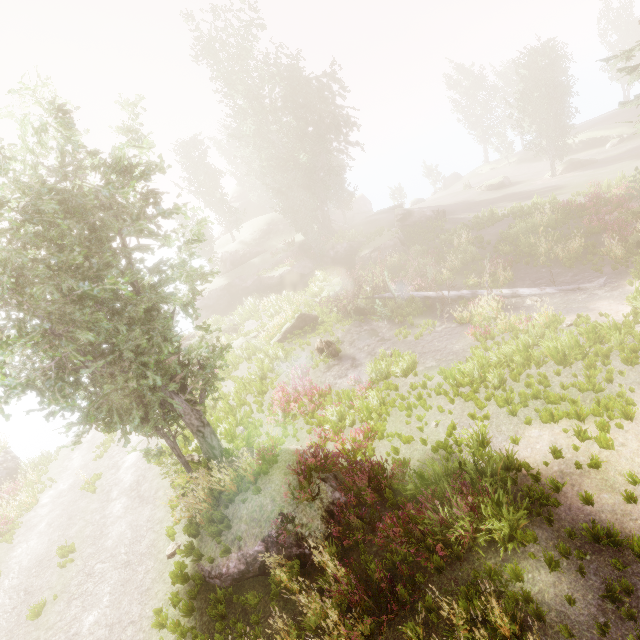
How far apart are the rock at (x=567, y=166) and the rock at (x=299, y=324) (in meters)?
33.78

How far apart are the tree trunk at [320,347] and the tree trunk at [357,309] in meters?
3.7

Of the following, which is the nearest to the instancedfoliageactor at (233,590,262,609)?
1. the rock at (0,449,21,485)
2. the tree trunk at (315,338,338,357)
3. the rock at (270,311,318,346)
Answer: the rock at (0,449,21,485)

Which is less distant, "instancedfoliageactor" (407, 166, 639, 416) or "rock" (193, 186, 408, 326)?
"instancedfoliageactor" (407, 166, 639, 416)

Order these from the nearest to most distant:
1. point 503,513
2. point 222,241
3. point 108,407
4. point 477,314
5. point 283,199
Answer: point 503,513, point 108,407, point 477,314, point 283,199, point 222,241

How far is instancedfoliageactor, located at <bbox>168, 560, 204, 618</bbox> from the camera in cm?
803

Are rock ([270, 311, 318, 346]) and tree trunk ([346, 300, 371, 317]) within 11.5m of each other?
yes

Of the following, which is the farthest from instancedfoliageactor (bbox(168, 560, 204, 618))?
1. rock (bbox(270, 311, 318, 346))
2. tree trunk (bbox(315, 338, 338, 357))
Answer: rock (bbox(270, 311, 318, 346))
